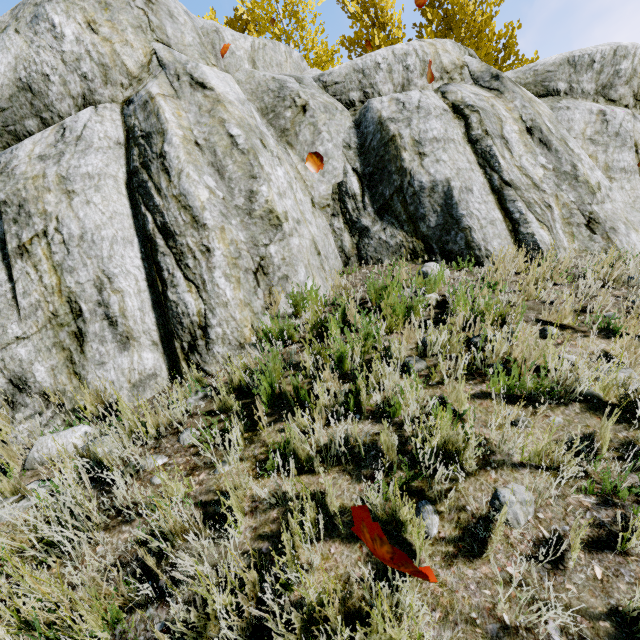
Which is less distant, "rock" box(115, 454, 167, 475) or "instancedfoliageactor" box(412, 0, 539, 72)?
"rock" box(115, 454, 167, 475)

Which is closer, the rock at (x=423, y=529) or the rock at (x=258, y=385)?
the rock at (x=423, y=529)

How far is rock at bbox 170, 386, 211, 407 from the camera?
2.9m

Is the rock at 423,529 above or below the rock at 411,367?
below

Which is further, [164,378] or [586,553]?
[164,378]

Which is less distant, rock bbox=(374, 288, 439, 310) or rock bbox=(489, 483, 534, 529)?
rock bbox=(489, 483, 534, 529)

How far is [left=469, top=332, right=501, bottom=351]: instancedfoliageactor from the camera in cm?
257

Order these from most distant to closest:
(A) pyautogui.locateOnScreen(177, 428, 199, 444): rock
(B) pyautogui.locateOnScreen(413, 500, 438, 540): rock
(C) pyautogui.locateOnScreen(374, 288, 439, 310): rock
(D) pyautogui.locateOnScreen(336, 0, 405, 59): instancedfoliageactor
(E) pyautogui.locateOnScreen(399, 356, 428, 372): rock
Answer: (D) pyautogui.locateOnScreen(336, 0, 405, 59): instancedfoliageactor, (C) pyautogui.locateOnScreen(374, 288, 439, 310): rock, (E) pyautogui.locateOnScreen(399, 356, 428, 372): rock, (A) pyautogui.locateOnScreen(177, 428, 199, 444): rock, (B) pyautogui.locateOnScreen(413, 500, 438, 540): rock
